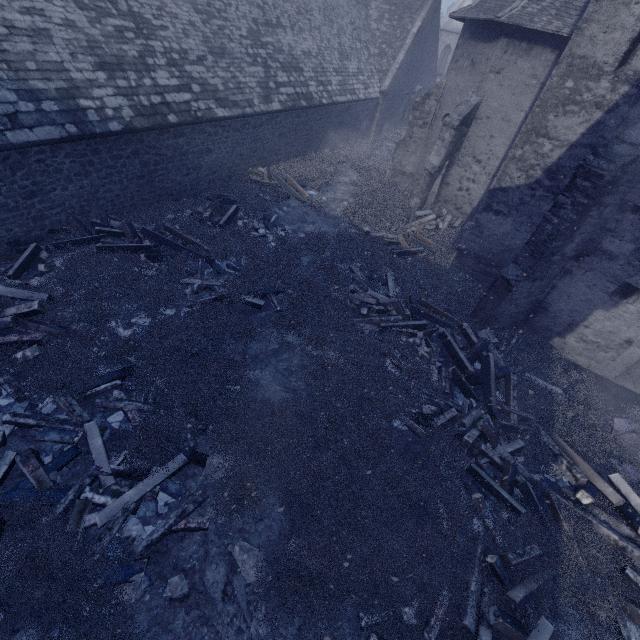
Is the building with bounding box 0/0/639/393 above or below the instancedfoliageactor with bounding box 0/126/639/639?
above

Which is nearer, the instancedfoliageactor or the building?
the instancedfoliageactor

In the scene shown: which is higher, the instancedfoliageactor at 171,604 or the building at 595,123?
the building at 595,123

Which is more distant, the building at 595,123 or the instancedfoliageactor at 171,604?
the building at 595,123

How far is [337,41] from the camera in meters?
19.8
